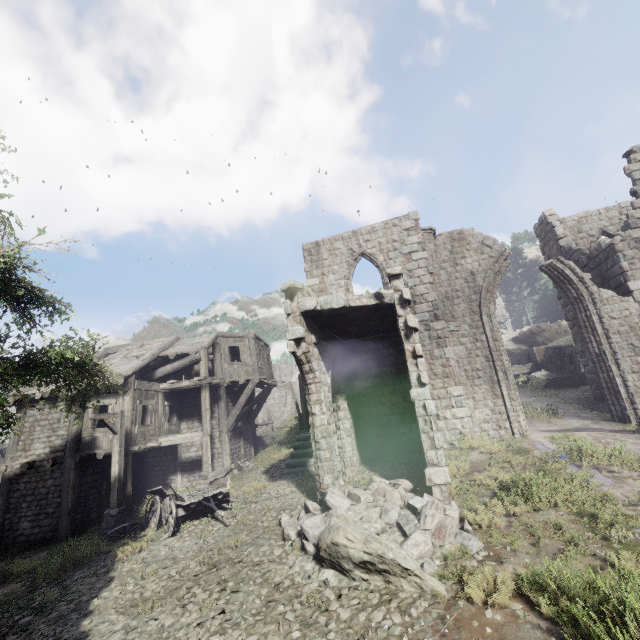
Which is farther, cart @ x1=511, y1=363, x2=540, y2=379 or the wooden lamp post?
cart @ x1=511, y1=363, x2=540, y2=379

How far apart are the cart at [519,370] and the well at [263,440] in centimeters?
2303cm

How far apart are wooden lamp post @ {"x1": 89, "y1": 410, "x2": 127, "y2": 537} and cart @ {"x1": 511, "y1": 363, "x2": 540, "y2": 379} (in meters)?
31.27

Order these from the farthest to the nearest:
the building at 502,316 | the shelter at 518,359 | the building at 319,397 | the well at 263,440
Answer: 1. the building at 502,316
2. the well at 263,440
3. the shelter at 518,359
4. the building at 319,397

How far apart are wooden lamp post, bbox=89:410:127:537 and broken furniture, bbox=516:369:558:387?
26.4m

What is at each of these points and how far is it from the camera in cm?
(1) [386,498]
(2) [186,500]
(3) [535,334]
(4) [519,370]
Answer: (1) rubble, 781
(2) cart, 1012
(3) rock, 4009
(4) cart, 3058

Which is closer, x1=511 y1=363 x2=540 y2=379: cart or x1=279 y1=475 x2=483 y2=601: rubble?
x1=279 y1=475 x2=483 y2=601: rubble

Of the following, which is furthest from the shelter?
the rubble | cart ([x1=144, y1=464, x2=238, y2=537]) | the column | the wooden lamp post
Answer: the wooden lamp post
